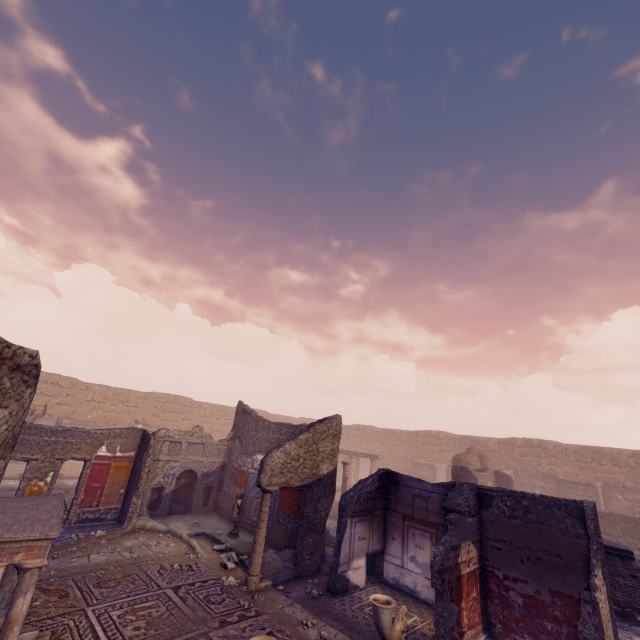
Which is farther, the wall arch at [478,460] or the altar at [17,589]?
the wall arch at [478,460]

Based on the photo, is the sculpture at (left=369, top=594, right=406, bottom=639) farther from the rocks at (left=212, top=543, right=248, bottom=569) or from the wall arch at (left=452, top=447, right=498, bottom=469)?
the wall arch at (left=452, top=447, right=498, bottom=469)

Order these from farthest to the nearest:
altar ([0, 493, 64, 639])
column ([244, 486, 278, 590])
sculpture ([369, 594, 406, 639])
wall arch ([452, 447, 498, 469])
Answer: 1. wall arch ([452, 447, 498, 469])
2. column ([244, 486, 278, 590])
3. sculpture ([369, 594, 406, 639])
4. altar ([0, 493, 64, 639])

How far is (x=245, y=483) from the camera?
11.91m

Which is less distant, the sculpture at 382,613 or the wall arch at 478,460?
the sculpture at 382,613

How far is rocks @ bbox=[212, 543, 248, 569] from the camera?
8.3 meters

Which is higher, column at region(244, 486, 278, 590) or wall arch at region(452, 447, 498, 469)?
wall arch at region(452, 447, 498, 469)

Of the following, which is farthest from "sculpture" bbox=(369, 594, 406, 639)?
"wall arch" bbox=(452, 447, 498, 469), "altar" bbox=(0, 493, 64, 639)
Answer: "wall arch" bbox=(452, 447, 498, 469)
